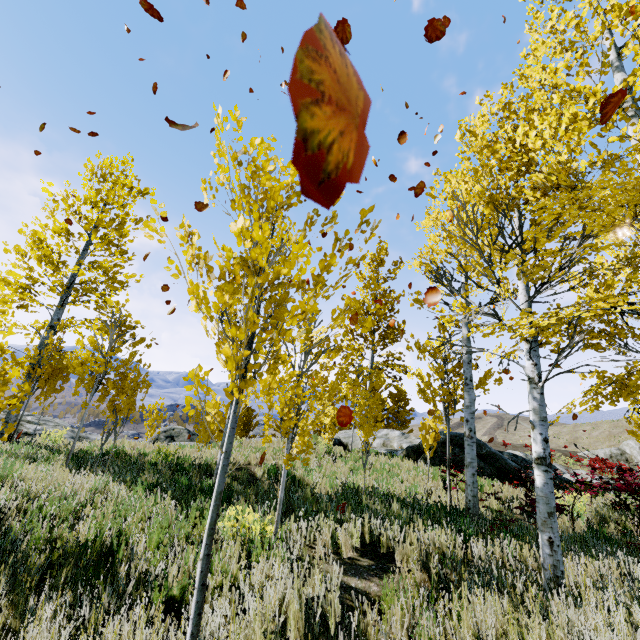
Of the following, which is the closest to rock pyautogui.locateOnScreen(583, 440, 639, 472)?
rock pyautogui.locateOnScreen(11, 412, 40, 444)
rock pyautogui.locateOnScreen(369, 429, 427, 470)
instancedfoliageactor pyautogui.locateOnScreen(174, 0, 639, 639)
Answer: rock pyautogui.locateOnScreen(11, 412, 40, 444)

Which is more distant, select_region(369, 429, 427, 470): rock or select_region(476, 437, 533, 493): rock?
select_region(369, 429, 427, 470): rock

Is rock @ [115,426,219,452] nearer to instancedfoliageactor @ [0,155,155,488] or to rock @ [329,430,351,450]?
instancedfoliageactor @ [0,155,155,488]

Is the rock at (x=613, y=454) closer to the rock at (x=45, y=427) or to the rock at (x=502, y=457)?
the rock at (x=45, y=427)

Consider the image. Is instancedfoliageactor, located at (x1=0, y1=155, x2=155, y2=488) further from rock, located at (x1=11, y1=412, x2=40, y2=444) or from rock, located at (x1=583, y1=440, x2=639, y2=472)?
rock, located at (x1=583, y1=440, x2=639, y2=472)

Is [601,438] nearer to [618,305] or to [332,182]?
[618,305]

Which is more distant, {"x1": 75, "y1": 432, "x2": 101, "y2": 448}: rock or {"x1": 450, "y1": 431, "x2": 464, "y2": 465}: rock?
{"x1": 450, "y1": 431, "x2": 464, "y2": 465}: rock

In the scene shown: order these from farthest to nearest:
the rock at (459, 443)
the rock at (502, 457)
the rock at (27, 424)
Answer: the rock at (459, 443) < the rock at (502, 457) < the rock at (27, 424)
